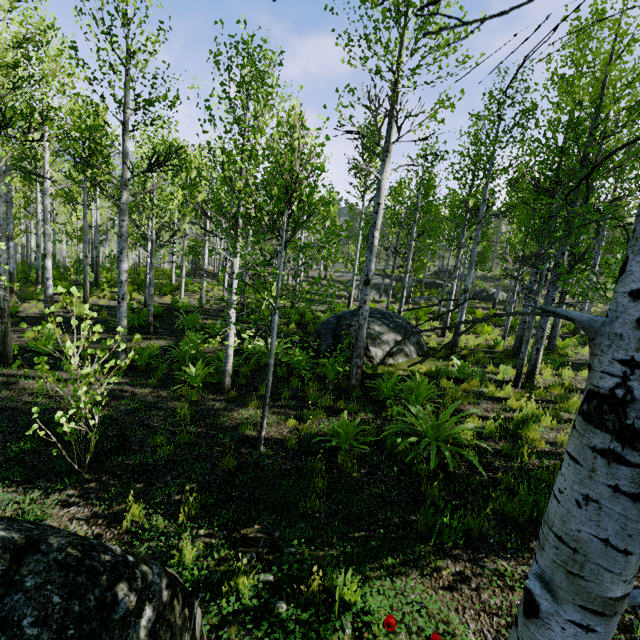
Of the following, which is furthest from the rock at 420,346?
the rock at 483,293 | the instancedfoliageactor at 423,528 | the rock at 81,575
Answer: the rock at 483,293

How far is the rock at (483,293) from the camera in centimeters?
3381cm

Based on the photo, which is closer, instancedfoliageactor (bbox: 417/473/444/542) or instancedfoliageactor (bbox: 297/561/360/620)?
instancedfoliageactor (bbox: 297/561/360/620)

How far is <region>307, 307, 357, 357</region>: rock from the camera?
10.23m

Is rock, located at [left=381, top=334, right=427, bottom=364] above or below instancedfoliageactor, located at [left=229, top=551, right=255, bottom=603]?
above

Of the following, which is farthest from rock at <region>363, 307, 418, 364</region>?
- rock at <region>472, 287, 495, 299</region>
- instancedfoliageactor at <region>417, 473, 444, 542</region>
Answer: rock at <region>472, 287, 495, 299</region>

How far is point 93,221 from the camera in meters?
24.3 m

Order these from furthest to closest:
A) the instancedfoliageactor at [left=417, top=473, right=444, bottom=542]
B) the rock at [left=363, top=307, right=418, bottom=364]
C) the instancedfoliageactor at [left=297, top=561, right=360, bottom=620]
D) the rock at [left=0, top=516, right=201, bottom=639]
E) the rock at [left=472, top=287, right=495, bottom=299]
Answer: the rock at [left=472, top=287, right=495, bottom=299] → the rock at [left=363, top=307, right=418, bottom=364] → the instancedfoliageactor at [left=417, top=473, right=444, bottom=542] → the instancedfoliageactor at [left=297, top=561, right=360, bottom=620] → the rock at [left=0, top=516, right=201, bottom=639]
